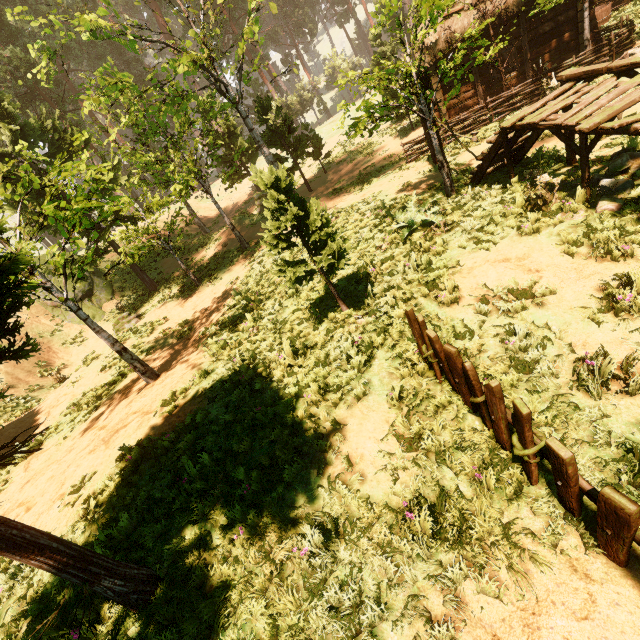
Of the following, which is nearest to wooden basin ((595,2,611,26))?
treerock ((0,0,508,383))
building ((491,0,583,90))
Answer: building ((491,0,583,90))

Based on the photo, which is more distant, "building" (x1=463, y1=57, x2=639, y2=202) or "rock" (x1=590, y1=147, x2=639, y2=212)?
"rock" (x1=590, y1=147, x2=639, y2=212)

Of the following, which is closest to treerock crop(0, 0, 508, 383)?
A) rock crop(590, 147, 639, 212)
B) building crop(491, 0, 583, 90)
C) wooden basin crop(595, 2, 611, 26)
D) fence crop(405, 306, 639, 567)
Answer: building crop(491, 0, 583, 90)

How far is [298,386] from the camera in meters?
5.9

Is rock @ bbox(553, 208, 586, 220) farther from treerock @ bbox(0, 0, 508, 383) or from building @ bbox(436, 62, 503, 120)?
treerock @ bbox(0, 0, 508, 383)

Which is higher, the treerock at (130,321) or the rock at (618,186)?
the treerock at (130,321)

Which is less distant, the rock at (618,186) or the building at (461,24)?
the rock at (618,186)

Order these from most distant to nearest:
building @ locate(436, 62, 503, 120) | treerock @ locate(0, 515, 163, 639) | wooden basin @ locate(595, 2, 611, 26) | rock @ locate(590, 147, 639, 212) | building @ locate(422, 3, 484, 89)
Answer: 1. wooden basin @ locate(595, 2, 611, 26)
2. building @ locate(436, 62, 503, 120)
3. building @ locate(422, 3, 484, 89)
4. rock @ locate(590, 147, 639, 212)
5. treerock @ locate(0, 515, 163, 639)
